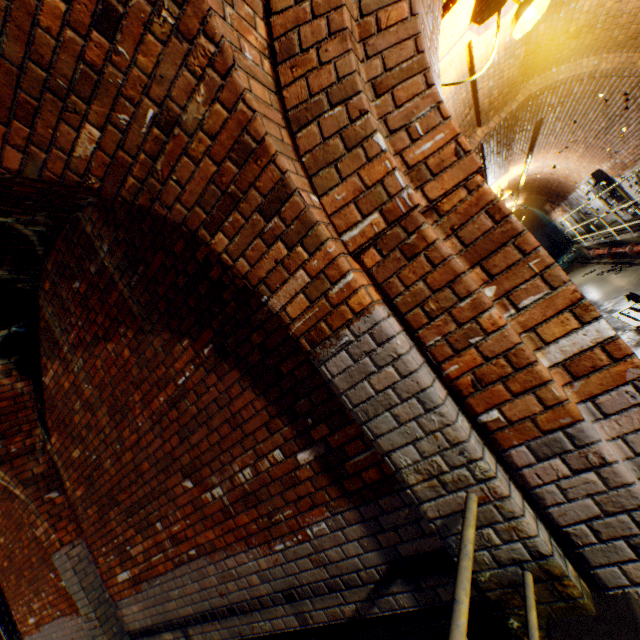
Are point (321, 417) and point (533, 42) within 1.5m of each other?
no

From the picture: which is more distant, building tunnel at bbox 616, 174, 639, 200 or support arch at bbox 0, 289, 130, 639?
support arch at bbox 0, 289, 130, 639

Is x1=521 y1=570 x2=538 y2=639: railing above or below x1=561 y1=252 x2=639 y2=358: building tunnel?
above

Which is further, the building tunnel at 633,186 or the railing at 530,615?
the building tunnel at 633,186

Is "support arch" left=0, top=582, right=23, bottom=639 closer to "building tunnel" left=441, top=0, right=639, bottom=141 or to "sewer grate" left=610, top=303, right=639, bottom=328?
"building tunnel" left=441, top=0, right=639, bottom=141

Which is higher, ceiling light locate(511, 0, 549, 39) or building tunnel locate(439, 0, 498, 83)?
building tunnel locate(439, 0, 498, 83)

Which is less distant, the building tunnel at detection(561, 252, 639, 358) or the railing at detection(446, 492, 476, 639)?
the railing at detection(446, 492, 476, 639)

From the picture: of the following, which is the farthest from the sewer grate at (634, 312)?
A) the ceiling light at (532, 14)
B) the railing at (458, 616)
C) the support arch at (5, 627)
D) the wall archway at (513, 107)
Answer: the support arch at (5, 627)
